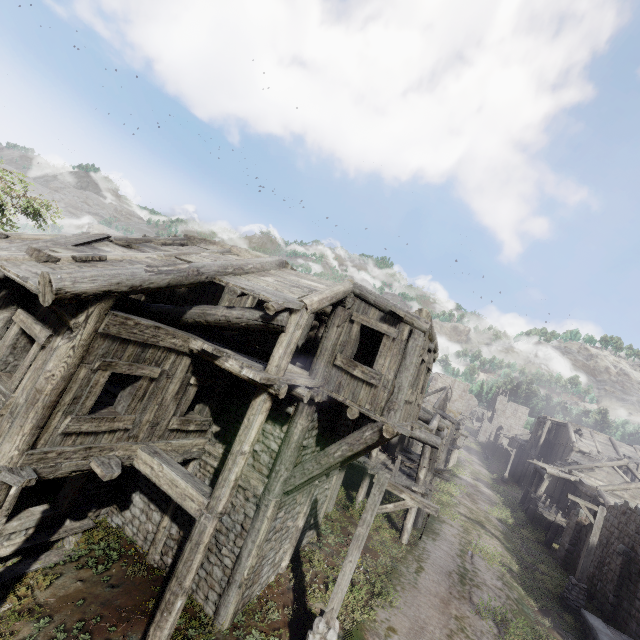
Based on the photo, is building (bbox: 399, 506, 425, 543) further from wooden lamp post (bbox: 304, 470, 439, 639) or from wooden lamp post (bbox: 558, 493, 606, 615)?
wooden lamp post (bbox: 558, 493, 606, 615)

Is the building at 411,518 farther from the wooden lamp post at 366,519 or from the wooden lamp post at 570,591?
the wooden lamp post at 570,591

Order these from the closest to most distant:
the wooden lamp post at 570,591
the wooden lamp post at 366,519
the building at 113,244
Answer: the building at 113,244, the wooden lamp post at 366,519, the wooden lamp post at 570,591

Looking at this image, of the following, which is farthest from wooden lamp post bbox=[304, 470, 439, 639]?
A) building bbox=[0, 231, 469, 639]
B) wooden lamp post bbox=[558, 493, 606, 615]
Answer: wooden lamp post bbox=[558, 493, 606, 615]

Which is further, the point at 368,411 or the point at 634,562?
the point at 634,562
